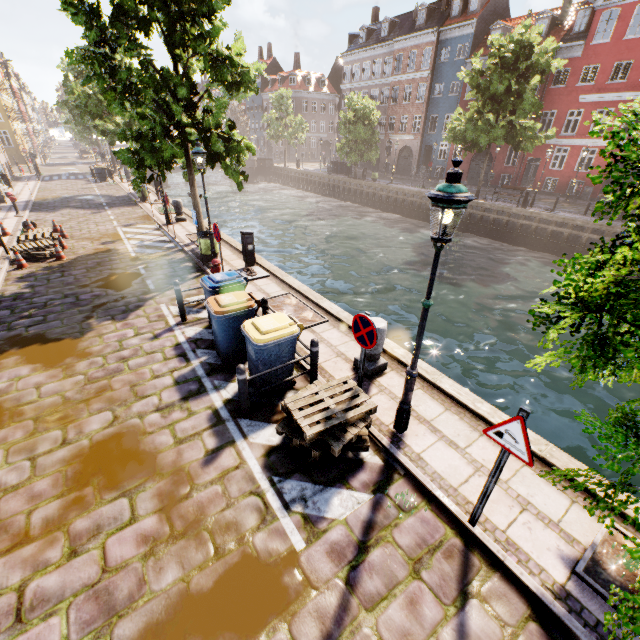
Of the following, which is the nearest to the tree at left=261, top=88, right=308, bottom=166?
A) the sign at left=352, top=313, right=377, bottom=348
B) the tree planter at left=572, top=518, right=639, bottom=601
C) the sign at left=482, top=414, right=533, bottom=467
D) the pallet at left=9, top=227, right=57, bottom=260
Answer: the tree planter at left=572, top=518, right=639, bottom=601

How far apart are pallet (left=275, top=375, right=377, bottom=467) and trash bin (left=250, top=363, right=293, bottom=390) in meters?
0.7 m

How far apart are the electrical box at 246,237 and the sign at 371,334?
7.2 meters

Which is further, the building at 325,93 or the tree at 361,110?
the building at 325,93

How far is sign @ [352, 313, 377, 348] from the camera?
4.5 meters

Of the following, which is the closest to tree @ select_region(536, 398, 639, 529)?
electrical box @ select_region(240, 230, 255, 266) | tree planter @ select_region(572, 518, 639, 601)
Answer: tree planter @ select_region(572, 518, 639, 601)

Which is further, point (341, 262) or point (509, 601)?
point (341, 262)

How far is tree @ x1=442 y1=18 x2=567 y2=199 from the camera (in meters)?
19.72
